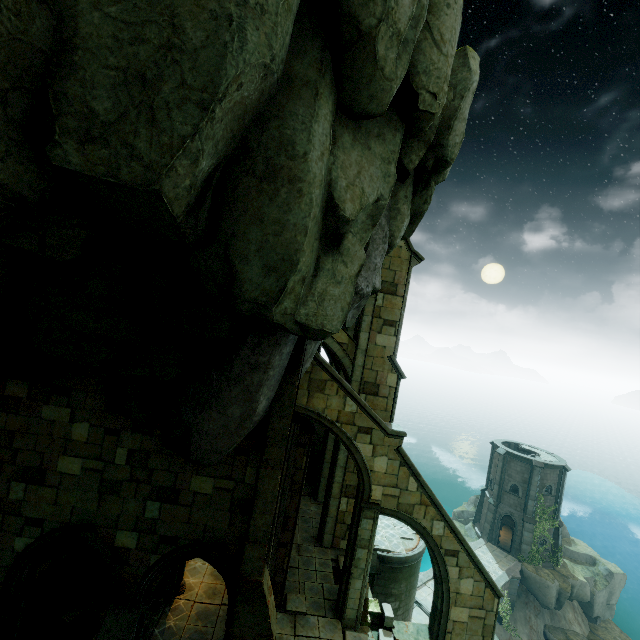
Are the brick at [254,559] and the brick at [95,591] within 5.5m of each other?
no

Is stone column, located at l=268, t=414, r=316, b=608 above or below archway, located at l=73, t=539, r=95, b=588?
above

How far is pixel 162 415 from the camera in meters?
7.6 m

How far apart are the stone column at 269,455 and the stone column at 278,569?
3.5m

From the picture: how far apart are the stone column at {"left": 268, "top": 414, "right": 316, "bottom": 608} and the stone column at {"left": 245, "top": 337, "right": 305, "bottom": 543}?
3.51m

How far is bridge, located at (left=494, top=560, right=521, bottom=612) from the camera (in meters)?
28.16

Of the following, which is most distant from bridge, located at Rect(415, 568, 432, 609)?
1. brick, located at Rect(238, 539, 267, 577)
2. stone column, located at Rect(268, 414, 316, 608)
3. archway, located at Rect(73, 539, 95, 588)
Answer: brick, located at Rect(238, 539, 267, 577)

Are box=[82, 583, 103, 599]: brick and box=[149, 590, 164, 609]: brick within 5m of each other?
yes
